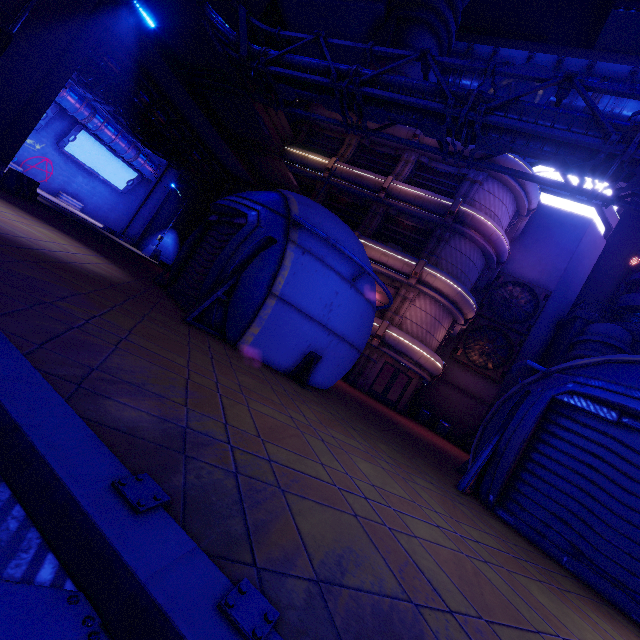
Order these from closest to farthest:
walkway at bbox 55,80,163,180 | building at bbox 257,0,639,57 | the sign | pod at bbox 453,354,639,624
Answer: pod at bbox 453,354,639,624 → building at bbox 257,0,639,57 → walkway at bbox 55,80,163,180 → the sign

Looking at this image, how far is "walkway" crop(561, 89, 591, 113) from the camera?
27.5 meters

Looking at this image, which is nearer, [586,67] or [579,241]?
[579,241]

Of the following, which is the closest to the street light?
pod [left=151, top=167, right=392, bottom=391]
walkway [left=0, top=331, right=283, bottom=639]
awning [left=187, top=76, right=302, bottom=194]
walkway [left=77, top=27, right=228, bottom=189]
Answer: walkway [left=0, top=331, right=283, bottom=639]

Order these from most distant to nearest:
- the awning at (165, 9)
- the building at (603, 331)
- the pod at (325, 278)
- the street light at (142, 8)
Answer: the building at (603, 331) < the awning at (165, 9) < the pod at (325, 278) < the street light at (142, 8)

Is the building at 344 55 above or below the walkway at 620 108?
below

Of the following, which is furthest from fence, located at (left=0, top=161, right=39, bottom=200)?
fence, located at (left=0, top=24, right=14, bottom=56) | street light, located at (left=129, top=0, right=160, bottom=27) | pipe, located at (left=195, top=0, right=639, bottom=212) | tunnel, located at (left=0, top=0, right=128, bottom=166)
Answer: pipe, located at (left=195, top=0, right=639, bottom=212)

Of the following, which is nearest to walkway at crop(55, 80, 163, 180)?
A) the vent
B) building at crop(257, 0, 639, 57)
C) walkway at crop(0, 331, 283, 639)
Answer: building at crop(257, 0, 639, 57)
